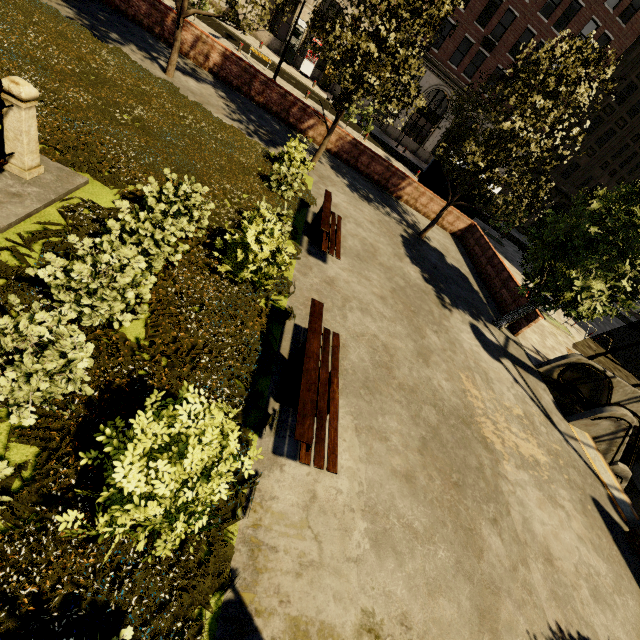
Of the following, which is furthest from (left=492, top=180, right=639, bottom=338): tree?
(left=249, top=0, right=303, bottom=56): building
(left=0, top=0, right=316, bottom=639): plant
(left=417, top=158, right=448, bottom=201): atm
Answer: (left=249, top=0, right=303, bottom=56): building

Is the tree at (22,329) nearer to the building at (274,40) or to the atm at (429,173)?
the atm at (429,173)

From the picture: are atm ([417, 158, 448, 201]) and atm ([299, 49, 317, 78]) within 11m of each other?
no

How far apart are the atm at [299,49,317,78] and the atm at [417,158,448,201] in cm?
1847

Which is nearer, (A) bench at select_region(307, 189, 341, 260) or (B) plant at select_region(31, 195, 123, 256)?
(B) plant at select_region(31, 195, 123, 256)

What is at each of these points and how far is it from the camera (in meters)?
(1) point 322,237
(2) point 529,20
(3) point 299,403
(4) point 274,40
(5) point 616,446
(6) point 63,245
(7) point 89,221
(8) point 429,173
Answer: (1) bench, 9.10
(2) building, 26.70
(3) bench, 4.09
(4) building, 28.59
(5) underground building, 11.04
(6) plant, 4.76
(7) plant, 5.28
(8) atm, 17.23

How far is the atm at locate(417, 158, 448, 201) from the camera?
17.0 meters

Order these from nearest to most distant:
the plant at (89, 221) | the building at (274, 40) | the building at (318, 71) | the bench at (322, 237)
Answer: the plant at (89, 221)
the bench at (322, 237)
the building at (274, 40)
the building at (318, 71)
